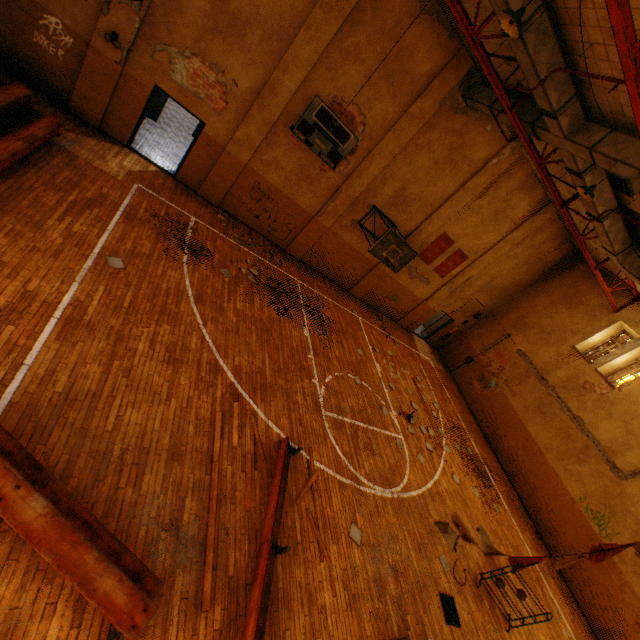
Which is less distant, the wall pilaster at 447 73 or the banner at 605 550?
the banner at 605 550

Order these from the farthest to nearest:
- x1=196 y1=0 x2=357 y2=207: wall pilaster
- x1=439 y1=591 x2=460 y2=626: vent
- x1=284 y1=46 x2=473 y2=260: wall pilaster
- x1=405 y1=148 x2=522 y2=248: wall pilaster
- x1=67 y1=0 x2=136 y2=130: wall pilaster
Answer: x1=405 y1=148 x2=522 y2=248: wall pilaster < x1=284 y1=46 x2=473 y2=260: wall pilaster < x1=196 y1=0 x2=357 y2=207: wall pilaster < x1=67 y1=0 x2=136 y2=130: wall pilaster < x1=439 y1=591 x2=460 y2=626: vent

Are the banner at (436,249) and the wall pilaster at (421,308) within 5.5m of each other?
yes

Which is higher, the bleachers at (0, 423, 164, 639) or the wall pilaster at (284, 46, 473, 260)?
the wall pilaster at (284, 46, 473, 260)

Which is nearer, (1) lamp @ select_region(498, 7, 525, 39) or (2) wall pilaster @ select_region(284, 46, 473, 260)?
(1) lamp @ select_region(498, 7, 525, 39)

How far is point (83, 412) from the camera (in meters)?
4.84

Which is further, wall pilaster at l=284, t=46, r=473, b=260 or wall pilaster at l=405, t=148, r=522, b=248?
wall pilaster at l=405, t=148, r=522, b=248

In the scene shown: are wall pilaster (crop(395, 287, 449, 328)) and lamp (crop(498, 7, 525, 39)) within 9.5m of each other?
no
